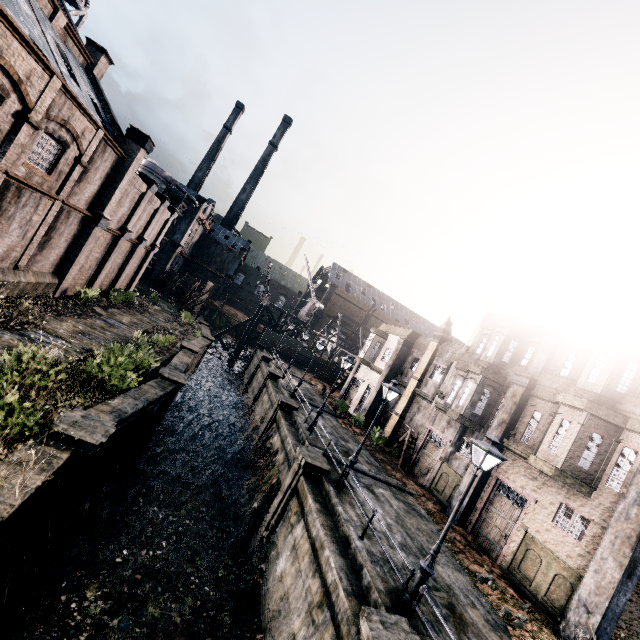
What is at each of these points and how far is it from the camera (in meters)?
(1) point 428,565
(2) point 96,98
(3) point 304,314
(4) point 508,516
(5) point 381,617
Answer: (1) street light, 9.45
(2) building, 20.81
(3) crane, 58.97
(4) building, 16.98
(5) column, 8.17

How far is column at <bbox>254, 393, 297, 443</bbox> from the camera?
24.0m

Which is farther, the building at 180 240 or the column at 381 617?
the building at 180 240

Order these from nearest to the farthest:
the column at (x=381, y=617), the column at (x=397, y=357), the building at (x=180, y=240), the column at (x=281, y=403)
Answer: the column at (x=381, y=617), the column at (x=281, y=403), the column at (x=397, y=357), the building at (x=180, y=240)

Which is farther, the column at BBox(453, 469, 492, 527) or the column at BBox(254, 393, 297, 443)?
the column at BBox(254, 393, 297, 443)

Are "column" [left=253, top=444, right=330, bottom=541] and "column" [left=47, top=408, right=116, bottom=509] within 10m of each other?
yes

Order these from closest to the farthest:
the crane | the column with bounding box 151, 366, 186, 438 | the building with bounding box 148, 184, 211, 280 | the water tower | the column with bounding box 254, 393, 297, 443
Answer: the column with bounding box 151, 366, 186, 438 → the column with bounding box 254, 393, 297, 443 → the water tower → the building with bounding box 148, 184, 211, 280 → the crane

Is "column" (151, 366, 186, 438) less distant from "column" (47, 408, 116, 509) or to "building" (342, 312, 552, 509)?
"column" (47, 408, 116, 509)
